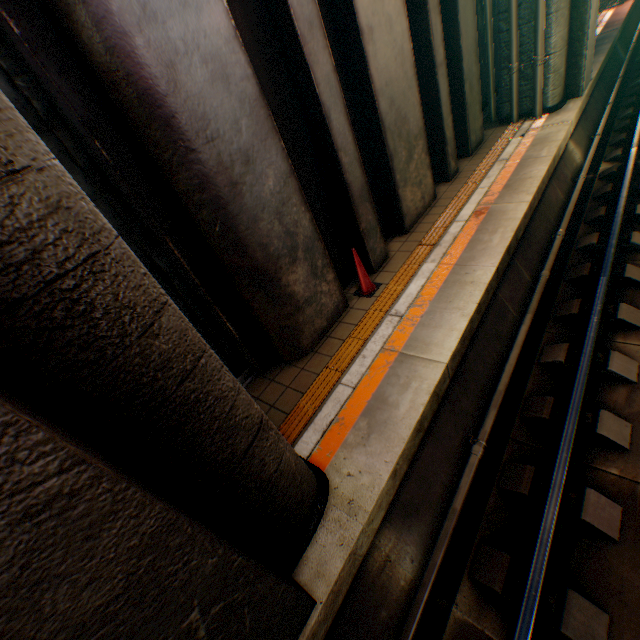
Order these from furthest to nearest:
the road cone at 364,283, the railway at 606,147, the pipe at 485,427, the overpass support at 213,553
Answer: the road cone at 364,283
the pipe at 485,427
the railway at 606,147
the overpass support at 213,553

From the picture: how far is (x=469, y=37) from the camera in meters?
7.3 m

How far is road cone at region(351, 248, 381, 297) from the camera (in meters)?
5.21

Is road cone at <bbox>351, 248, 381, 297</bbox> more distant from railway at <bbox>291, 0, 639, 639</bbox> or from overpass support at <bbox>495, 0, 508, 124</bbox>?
overpass support at <bbox>495, 0, 508, 124</bbox>

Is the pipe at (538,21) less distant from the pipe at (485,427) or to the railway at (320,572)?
Answer: the railway at (320,572)

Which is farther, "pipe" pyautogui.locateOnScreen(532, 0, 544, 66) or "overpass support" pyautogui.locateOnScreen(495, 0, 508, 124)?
"overpass support" pyautogui.locateOnScreen(495, 0, 508, 124)

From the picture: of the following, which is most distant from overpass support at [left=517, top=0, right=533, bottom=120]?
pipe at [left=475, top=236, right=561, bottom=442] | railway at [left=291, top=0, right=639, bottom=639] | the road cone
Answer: the road cone

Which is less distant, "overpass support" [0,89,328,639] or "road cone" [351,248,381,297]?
"overpass support" [0,89,328,639]
